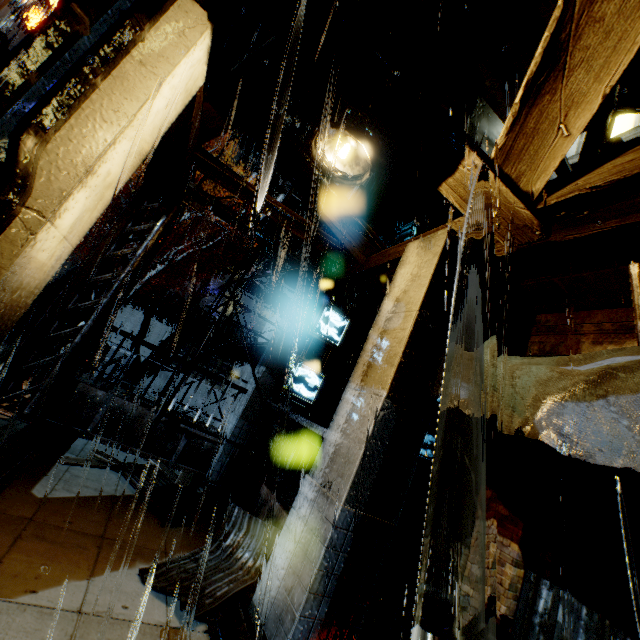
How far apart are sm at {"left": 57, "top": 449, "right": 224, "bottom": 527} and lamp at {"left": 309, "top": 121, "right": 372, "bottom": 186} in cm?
592

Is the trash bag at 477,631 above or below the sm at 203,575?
above

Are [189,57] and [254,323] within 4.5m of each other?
no

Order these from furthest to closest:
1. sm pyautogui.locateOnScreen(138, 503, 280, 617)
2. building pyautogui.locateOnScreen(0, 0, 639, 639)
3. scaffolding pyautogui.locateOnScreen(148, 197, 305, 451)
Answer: scaffolding pyautogui.locateOnScreen(148, 197, 305, 451) → sm pyautogui.locateOnScreen(138, 503, 280, 617) → building pyautogui.locateOnScreen(0, 0, 639, 639)

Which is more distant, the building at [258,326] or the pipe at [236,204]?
the pipe at [236,204]

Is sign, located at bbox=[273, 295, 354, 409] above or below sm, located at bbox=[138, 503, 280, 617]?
above

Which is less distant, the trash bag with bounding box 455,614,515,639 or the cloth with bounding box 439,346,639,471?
the cloth with bounding box 439,346,639,471

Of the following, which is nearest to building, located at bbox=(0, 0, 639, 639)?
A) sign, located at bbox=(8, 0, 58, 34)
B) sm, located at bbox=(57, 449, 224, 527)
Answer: sm, located at bbox=(57, 449, 224, 527)
